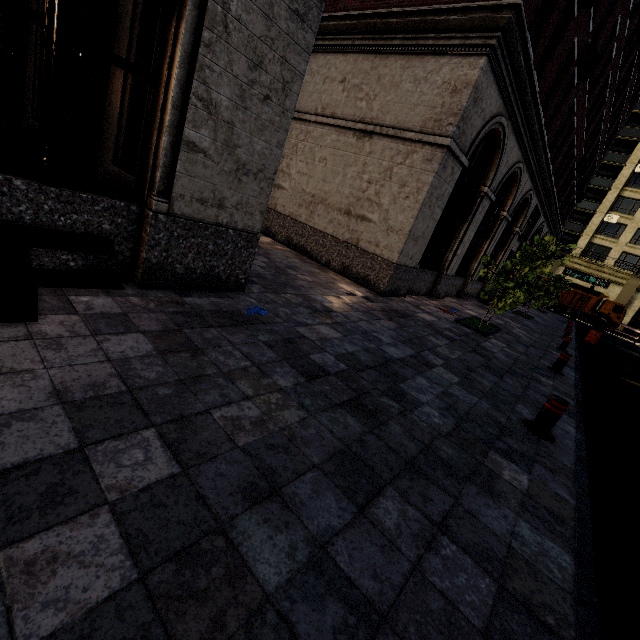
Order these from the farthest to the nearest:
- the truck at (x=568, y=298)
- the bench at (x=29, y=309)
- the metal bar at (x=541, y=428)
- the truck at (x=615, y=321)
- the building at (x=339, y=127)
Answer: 1. the truck at (x=568, y=298)
2. the truck at (x=615, y=321)
3. the metal bar at (x=541, y=428)
4. the building at (x=339, y=127)
5. the bench at (x=29, y=309)

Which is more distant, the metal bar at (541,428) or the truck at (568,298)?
the truck at (568,298)

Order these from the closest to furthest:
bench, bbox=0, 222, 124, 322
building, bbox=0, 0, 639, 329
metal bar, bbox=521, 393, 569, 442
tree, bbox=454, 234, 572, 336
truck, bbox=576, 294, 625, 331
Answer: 1. bench, bbox=0, 222, 124, 322
2. building, bbox=0, 0, 639, 329
3. metal bar, bbox=521, 393, 569, 442
4. tree, bbox=454, 234, 572, 336
5. truck, bbox=576, 294, 625, 331

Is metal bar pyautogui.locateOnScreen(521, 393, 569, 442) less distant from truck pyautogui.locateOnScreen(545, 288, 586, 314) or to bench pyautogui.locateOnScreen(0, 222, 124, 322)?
bench pyautogui.locateOnScreen(0, 222, 124, 322)

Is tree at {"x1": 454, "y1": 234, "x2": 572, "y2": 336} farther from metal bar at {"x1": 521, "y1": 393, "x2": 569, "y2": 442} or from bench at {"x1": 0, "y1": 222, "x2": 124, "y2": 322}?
bench at {"x1": 0, "y1": 222, "x2": 124, "y2": 322}

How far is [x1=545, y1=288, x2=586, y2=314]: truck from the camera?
34.3 meters

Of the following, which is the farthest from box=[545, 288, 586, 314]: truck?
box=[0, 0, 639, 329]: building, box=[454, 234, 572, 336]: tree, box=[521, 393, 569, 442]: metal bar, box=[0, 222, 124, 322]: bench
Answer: box=[0, 222, 124, 322]: bench

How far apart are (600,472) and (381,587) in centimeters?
401cm
